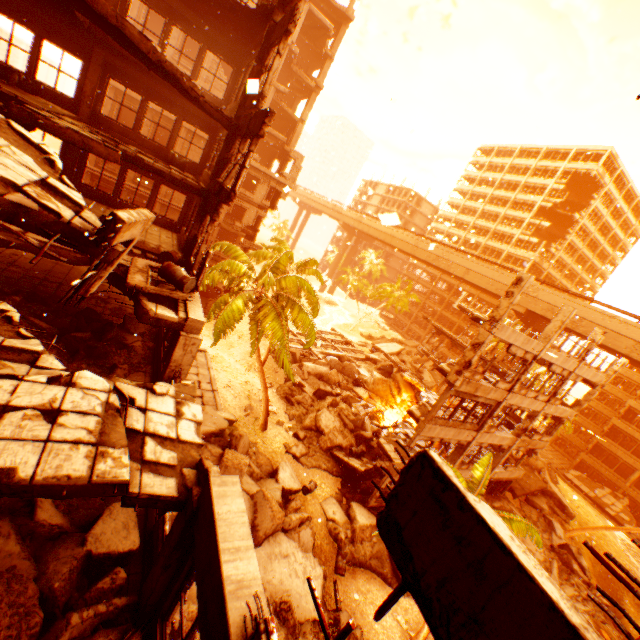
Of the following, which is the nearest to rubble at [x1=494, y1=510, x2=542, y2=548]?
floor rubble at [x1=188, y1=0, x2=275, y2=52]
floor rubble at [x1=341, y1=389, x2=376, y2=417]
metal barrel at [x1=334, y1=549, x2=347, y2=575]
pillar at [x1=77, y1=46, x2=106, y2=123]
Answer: metal barrel at [x1=334, y1=549, x2=347, y2=575]

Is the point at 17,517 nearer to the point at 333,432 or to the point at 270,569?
the point at 270,569

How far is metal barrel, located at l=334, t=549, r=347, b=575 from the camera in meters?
15.2

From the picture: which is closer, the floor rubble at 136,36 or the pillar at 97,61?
the floor rubble at 136,36

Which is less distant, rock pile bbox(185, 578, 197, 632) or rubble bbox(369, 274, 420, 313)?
rock pile bbox(185, 578, 197, 632)

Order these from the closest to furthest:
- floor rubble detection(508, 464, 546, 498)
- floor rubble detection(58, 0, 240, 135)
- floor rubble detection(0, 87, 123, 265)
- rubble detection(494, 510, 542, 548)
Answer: floor rubble detection(0, 87, 123, 265) < floor rubble detection(58, 0, 240, 135) < rubble detection(494, 510, 542, 548) < floor rubble detection(508, 464, 546, 498)

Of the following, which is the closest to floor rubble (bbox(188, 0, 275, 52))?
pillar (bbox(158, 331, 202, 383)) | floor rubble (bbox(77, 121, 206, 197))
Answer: floor rubble (bbox(77, 121, 206, 197))

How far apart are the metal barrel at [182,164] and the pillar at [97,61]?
3.1 meters
